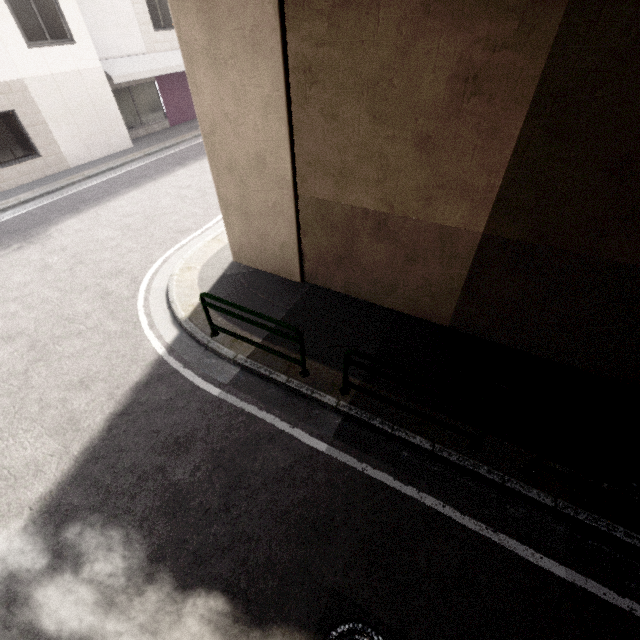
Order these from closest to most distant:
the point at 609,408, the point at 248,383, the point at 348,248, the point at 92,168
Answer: the point at 609,408, the point at 248,383, the point at 348,248, the point at 92,168

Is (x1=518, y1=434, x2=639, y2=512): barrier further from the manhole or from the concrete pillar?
the concrete pillar

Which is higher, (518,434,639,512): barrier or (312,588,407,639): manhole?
(518,434,639,512): barrier

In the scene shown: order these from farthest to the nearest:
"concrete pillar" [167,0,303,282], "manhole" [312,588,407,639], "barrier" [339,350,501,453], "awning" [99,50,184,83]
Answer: "awning" [99,50,184,83]
"concrete pillar" [167,0,303,282]
"barrier" [339,350,501,453]
"manhole" [312,588,407,639]

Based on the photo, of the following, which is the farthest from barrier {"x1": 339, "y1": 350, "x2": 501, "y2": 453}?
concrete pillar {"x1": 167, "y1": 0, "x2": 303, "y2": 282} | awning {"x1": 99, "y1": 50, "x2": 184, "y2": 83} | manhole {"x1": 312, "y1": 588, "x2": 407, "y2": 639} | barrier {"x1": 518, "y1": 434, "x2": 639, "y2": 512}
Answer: awning {"x1": 99, "y1": 50, "x2": 184, "y2": 83}

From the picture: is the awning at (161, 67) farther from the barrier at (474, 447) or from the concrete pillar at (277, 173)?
the barrier at (474, 447)

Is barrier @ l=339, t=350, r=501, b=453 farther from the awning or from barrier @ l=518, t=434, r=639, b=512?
the awning

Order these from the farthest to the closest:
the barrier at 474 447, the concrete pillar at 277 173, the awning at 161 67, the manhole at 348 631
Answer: the awning at 161 67 → the concrete pillar at 277 173 → the barrier at 474 447 → the manhole at 348 631
